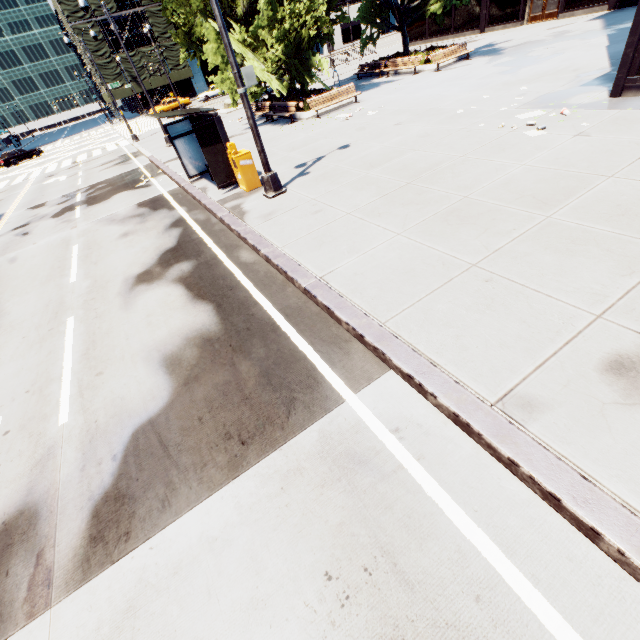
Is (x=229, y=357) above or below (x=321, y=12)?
below

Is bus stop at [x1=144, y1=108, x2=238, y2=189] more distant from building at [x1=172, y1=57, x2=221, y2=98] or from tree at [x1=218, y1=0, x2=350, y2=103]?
building at [x1=172, y1=57, x2=221, y2=98]

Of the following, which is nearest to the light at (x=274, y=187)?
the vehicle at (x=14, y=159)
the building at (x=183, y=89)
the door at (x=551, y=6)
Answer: the door at (x=551, y=6)

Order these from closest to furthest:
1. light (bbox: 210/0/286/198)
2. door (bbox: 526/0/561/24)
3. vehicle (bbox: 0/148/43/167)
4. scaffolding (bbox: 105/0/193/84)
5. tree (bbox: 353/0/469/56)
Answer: light (bbox: 210/0/286/198) → tree (bbox: 353/0/469/56) → door (bbox: 526/0/561/24) → vehicle (bbox: 0/148/43/167) → scaffolding (bbox: 105/0/193/84)

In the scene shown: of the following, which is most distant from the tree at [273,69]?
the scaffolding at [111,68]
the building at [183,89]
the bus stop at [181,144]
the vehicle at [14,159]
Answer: the building at [183,89]

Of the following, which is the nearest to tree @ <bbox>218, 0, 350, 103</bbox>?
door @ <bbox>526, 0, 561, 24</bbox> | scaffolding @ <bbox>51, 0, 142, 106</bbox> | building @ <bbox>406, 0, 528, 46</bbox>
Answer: building @ <bbox>406, 0, 528, 46</bbox>

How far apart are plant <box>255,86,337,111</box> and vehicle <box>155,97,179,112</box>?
33.26m

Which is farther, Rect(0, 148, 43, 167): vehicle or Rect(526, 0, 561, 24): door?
Rect(0, 148, 43, 167): vehicle
